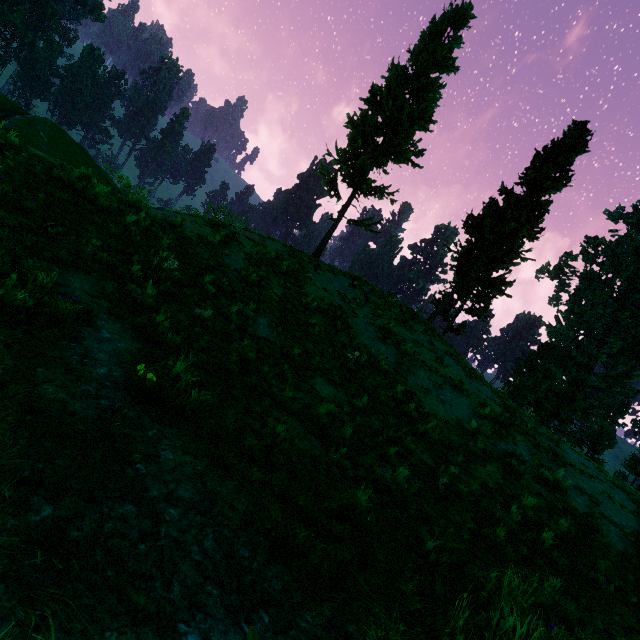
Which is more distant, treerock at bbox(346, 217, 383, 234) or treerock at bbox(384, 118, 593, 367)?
treerock at bbox(384, 118, 593, 367)

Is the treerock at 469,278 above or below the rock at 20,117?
above

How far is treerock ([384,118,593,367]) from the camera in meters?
19.7

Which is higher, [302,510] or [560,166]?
[560,166]

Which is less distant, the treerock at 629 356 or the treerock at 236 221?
the treerock at 236 221

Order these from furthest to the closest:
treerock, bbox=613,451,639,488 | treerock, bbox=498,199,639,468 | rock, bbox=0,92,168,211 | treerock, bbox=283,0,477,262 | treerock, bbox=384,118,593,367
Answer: treerock, bbox=498,199,639,468
treerock, bbox=613,451,639,488
treerock, bbox=384,118,593,367
treerock, bbox=283,0,477,262
rock, bbox=0,92,168,211

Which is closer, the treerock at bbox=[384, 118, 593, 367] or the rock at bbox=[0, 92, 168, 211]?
the rock at bbox=[0, 92, 168, 211]
